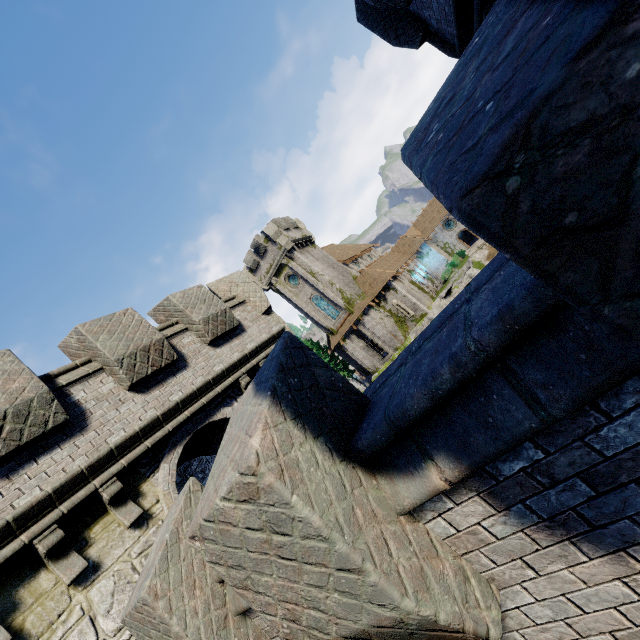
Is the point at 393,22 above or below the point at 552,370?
above
